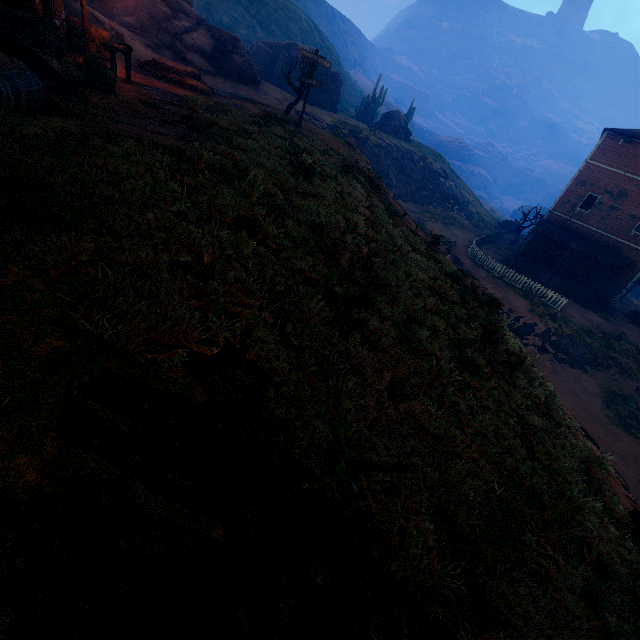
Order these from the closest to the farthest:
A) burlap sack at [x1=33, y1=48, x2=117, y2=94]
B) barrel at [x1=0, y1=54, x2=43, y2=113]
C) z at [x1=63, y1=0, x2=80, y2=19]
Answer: barrel at [x1=0, y1=54, x2=43, y2=113] → burlap sack at [x1=33, y1=48, x2=117, y2=94] → z at [x1=63, y1=0, x2=80, y2=19]

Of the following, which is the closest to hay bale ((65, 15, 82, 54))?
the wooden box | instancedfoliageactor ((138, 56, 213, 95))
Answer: the wooden box

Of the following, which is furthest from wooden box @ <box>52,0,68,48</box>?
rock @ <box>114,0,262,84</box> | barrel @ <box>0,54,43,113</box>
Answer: rock @ <box>114,0,262,84</box>

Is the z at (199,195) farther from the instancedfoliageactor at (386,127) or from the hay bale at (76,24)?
the hay bale at (76,24)

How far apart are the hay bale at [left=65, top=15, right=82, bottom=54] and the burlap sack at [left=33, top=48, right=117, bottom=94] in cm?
709

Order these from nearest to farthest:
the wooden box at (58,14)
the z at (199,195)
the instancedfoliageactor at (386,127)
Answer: the z at (199,195), the wooden box at (58,14), the instancedfoliageactor at (386,127)

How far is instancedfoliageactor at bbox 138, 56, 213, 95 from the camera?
14.6m

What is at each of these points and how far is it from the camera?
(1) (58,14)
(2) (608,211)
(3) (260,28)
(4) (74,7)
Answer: (1) wooden box, 11.4 meters
(2) building, 24.7 meters
(3) z, 49.6 meters
(4) z, 17.3 meters
